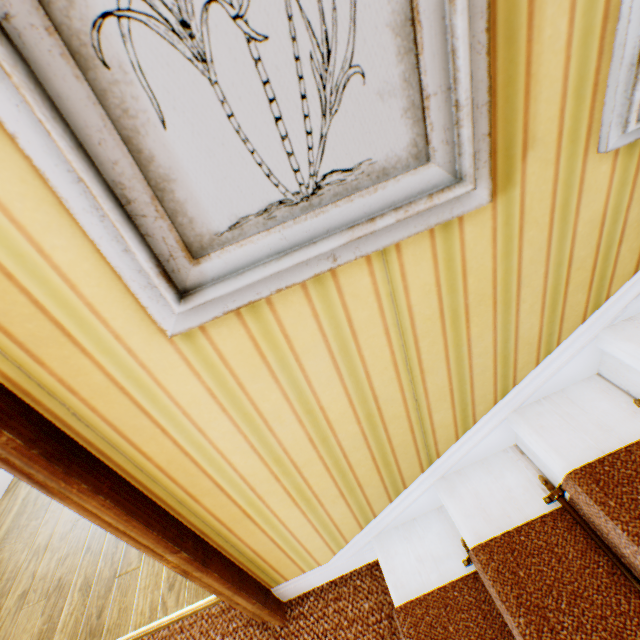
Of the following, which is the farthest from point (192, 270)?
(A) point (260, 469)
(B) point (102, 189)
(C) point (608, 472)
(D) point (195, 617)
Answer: (D) point (195, 617)
